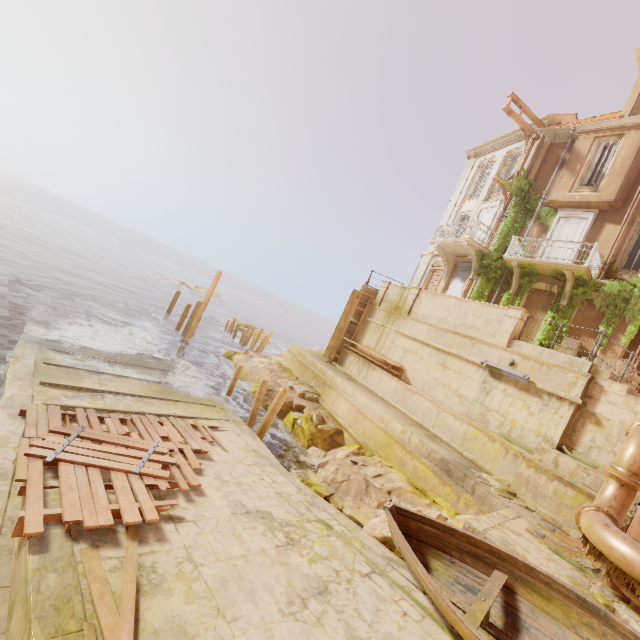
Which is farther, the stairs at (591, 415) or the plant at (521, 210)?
the plant at (521, 210)

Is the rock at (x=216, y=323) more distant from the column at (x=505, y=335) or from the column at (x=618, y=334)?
the column at (x=618, y=334)

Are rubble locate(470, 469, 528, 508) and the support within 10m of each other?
no

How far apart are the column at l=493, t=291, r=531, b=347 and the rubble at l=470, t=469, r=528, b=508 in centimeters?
443cm

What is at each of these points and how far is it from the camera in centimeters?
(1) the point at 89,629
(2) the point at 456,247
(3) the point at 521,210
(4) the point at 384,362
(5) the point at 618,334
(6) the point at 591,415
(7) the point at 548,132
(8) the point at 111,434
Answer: (1) wood, 344cm
(2) balcony, 1984cm
(3) plant, 1836cm
(4) trim, 1609cm
(5) column, 1369cm
(6) stairs, 931cm
(7) trim, 1834cm
(8) wood, 760cm

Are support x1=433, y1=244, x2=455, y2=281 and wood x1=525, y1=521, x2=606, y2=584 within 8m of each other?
no

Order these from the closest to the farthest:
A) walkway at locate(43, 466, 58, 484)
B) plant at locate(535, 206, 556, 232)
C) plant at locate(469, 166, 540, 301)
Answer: walkway at locate(43, 466, 58, 484) < plant at locate(535, 206, 556, 232) < plant at locate(469, 166, 540, 301)

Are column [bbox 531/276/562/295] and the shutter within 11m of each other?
yes
